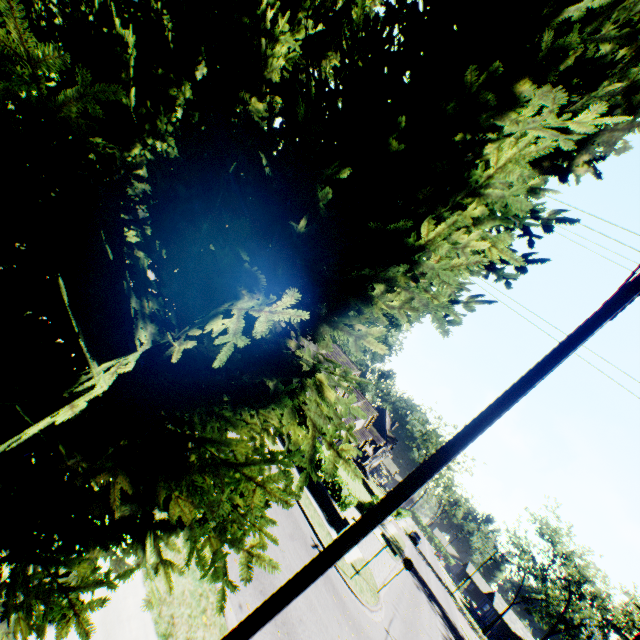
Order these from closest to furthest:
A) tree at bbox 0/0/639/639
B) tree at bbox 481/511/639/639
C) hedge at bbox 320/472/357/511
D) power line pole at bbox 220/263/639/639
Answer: tree at bbox 0/0/639/639 → power line pole at bbox 220/263/639/639 → hedge at bbox 320/472/357/511 → tree at bbox 481/511/639/639

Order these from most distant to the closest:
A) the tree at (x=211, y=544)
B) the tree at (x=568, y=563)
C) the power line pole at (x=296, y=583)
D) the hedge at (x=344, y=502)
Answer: the tree at (x=568, y=563)
the hedge at (x=344, y=502)
the power line pole at (x=296, y=583)
the tree at (x=211, y=544)

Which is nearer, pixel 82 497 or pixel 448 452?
pixel 82 497

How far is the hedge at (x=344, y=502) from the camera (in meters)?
18.16

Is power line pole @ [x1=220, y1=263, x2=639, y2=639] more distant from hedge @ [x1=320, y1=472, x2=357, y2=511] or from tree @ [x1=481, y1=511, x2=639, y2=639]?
hedge @ [x1=320, y1=472, x2=357, y2=511]

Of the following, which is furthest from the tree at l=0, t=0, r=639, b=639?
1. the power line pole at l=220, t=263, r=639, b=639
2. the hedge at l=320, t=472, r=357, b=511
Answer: the hedge at l=320, t=472, r=357, b=511

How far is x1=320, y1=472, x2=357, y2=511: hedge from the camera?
18.2m
